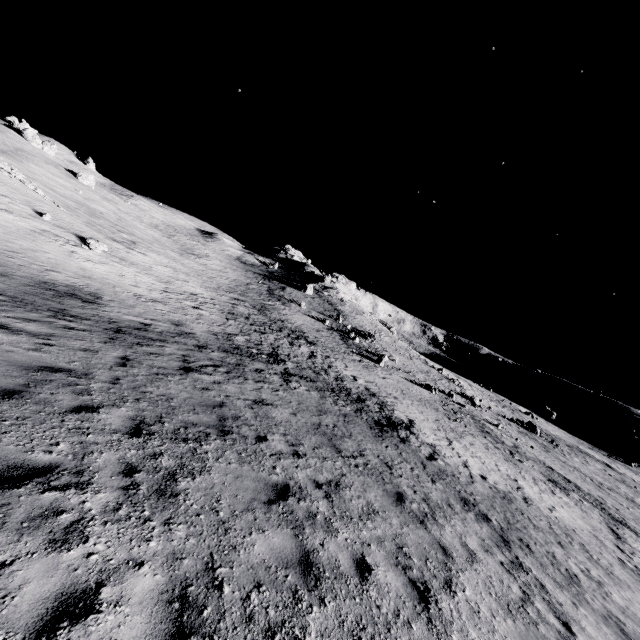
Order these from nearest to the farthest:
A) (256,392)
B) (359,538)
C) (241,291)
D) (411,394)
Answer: (359,538) < (256,392) < (411,394) < (241,291)
